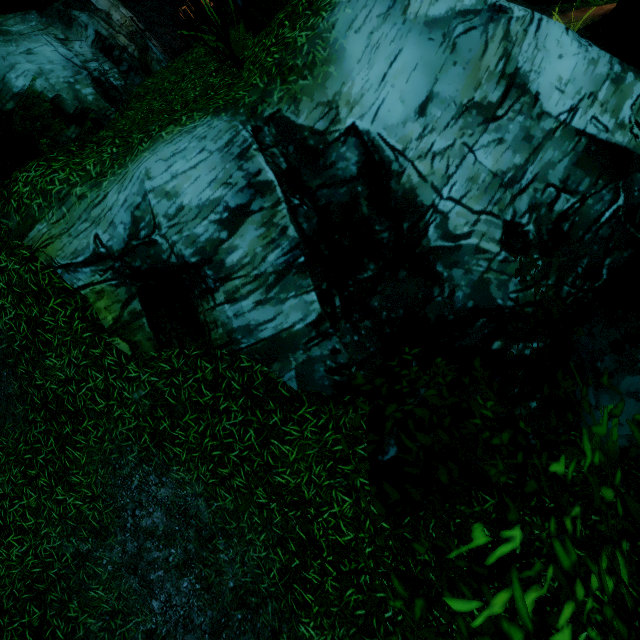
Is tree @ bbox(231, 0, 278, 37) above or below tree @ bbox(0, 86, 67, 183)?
below

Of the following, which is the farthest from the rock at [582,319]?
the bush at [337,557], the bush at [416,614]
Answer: the bush at [337,557]

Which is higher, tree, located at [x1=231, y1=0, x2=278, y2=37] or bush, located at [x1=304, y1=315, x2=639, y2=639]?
tree, located at [x1=231, y1=0, x2=278, y2=37]

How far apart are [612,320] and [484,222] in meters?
1.9

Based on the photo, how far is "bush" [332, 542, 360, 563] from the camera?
2.52m

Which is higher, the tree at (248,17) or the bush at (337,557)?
the tree at (248,17)

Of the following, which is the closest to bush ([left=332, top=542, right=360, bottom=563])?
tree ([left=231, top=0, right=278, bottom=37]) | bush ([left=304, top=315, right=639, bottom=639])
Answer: bush ([left=304, top=315, right=639, bottom=639])

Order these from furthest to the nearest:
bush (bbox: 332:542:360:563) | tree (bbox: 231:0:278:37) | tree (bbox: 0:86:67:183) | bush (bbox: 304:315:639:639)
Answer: tree (bbox: 0:86:67:183), tree (bbox: 231:0:278:37), bush (bbox: 332:542:360:563), bush (bbox: 304:315:639:639)
